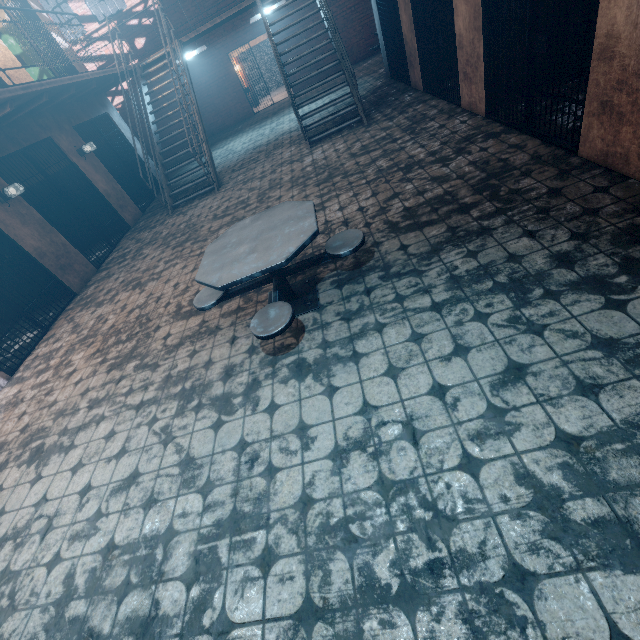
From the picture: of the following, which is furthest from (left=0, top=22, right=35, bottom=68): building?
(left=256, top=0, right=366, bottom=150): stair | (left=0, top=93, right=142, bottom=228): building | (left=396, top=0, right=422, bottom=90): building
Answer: (left=396, top=0, right=422, bottom=90): building

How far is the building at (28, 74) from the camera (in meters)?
6.71

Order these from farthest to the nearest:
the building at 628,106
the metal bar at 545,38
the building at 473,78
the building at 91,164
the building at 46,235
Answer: the building at 91,164 < the building at 46,235 < the building at 473,78 < the metal bar at 545,38 < the building at 628,106

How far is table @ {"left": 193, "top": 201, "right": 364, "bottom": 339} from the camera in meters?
2.6 m

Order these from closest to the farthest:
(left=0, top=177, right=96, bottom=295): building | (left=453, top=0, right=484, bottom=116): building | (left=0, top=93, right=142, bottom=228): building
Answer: (left=453, top=0, right=484, bottom=116): building → (left=0, top=177, right=96, bottom=295): building → (left=0, top=93, right=142, bottom=228): building

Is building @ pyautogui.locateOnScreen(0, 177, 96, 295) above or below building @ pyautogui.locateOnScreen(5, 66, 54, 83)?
below

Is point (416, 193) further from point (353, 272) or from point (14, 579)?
point (14, 579)

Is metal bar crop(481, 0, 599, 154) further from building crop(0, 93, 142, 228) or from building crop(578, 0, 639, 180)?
building crop(0, 93, 142, 228)
